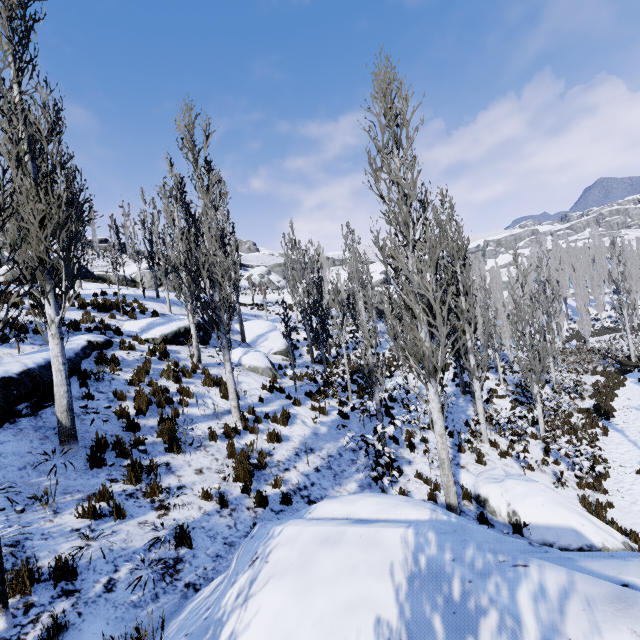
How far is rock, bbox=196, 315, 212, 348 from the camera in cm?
1546

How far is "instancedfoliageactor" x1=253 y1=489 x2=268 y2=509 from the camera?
6.66m

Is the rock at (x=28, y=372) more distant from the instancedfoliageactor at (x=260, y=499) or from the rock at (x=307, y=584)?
the rock at (x=307, y=584)

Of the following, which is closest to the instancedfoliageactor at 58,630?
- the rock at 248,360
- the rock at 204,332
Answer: the rock at 204,332

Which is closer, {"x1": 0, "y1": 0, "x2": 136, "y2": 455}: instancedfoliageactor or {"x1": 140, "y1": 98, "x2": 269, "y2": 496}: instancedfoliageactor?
{"x1": 0, "y1": 0, "x2": 136, "y2": 455}: instancedfoliageactor

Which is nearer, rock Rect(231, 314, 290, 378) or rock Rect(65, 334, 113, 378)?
rock Rect(65, 334, 113, 378)

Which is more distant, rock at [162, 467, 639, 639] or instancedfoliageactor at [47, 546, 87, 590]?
instancedfoliageactor at [47, 546, 87, 590]

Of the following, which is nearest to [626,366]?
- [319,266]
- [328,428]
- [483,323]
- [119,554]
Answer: [483,323]
